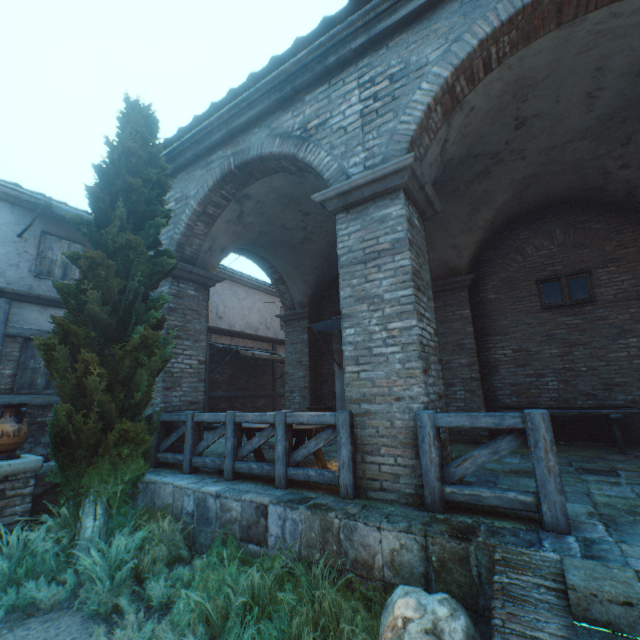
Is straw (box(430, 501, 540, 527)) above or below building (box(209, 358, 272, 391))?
below

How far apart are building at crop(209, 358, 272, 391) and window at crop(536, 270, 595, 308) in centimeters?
1098cm

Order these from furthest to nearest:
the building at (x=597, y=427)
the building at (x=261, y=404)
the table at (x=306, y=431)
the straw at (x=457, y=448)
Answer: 1. the building at (x=261, y=404)
2. the building at (x=597, y=427)
3. the straw at (x=457, y=448)
4. the table at (x=306, y=431)

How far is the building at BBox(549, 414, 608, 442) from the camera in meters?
6.8

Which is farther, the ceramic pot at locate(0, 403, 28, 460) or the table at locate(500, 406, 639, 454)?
the table at locate(500, 406, 639, 454)

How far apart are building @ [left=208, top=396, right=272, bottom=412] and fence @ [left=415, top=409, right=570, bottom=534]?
10.5 meters

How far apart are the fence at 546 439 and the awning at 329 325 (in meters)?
4.50

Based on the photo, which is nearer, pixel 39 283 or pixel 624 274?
pixel 624 274
